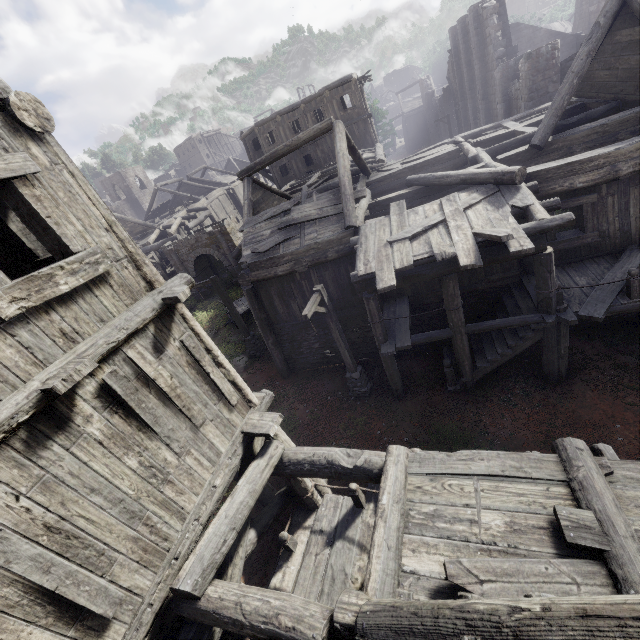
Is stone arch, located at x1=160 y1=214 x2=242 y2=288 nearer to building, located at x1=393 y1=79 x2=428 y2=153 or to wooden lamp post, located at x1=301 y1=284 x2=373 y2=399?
building, located at x1=393 y1=79 x2=428 y2=153

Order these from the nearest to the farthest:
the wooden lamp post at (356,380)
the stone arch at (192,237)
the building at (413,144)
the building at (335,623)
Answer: the building at (335,623) → the wooden lamp post at (356,380) → the stone arch at (192,237) → the building at (413,144)

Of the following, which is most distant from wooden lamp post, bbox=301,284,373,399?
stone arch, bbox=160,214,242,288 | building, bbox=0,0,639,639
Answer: stone arch, bbox=160,214,242,288

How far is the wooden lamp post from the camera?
9.7m

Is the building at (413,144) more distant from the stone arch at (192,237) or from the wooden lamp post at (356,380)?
the wooden lamp post at (356,380)

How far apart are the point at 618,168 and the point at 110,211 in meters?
11.7 m
